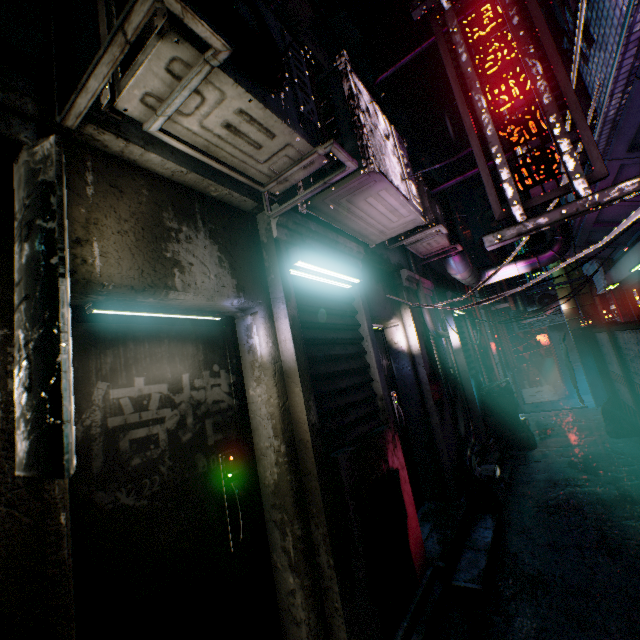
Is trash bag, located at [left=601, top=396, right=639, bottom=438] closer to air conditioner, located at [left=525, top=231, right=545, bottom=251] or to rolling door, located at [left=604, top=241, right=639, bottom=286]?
rolling door, located at [left=604, top=241, right=639, bottom=286]

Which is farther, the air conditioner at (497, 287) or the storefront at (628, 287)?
the air conditioner at (497, 287)

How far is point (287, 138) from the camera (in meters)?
1.49

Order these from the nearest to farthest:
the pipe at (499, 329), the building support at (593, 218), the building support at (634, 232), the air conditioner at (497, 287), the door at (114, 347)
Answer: the door at (114, 347) < the building support at (593, 218) < the building support at (634, 232) < the pipe at (499, 329) < the air conditioner at (497, 287)

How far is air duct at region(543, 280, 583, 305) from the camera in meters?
7.9 m

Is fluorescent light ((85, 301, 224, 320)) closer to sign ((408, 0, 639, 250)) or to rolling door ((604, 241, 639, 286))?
sign ((408, 0, 639, 250))

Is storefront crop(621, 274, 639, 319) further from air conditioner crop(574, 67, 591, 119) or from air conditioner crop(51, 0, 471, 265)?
air conditioner crop(51, 0, 471, 265)

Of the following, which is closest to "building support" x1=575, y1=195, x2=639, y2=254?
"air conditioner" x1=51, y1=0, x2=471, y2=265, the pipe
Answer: "air conditioner" x1=51, y1=0, x2=471, y2=265
